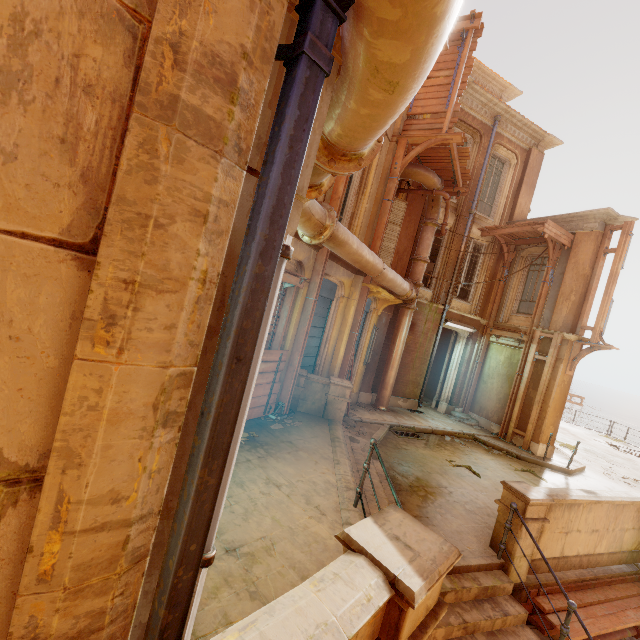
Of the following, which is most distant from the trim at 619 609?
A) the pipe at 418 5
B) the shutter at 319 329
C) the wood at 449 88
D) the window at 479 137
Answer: the window at 479 137

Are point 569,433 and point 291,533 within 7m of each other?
no

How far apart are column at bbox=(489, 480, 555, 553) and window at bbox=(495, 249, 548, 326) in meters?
9.1

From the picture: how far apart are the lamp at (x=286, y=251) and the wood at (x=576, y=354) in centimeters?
1304cm

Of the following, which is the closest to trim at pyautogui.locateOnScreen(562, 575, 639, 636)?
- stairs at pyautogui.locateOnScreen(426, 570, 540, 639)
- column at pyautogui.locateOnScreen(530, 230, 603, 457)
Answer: stairs at pyautogui.locateOnScreen(426, 570, 540, 639)

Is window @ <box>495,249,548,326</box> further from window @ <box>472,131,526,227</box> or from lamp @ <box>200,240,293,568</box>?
lamp @ <box>200,240,293,568</box>

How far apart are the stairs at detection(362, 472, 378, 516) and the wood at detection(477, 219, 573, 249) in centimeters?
997cm

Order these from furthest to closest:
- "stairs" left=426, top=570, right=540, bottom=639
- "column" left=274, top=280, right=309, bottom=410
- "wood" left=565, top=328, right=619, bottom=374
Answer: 1. "wood" left=565, top=328, right=619, bottom=374
2. "column" left=274, top=280, right=309, bottom=410
3. "stairs" left=426, top=570, right=540, bottom=639
